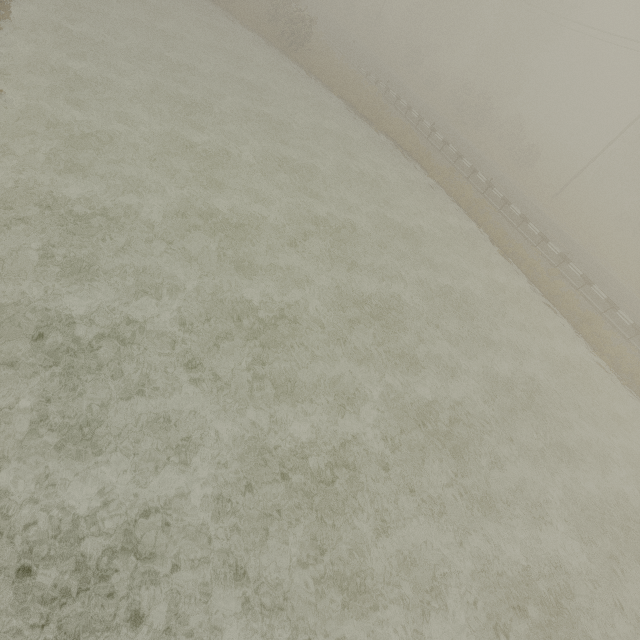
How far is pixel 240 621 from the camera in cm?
668
